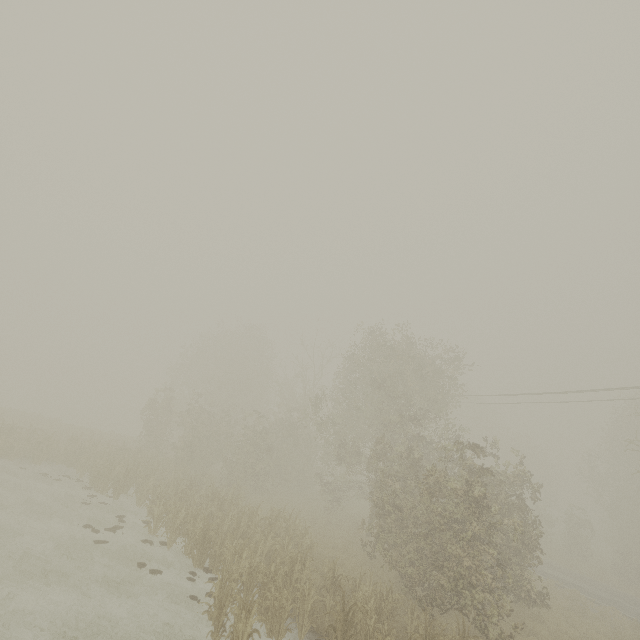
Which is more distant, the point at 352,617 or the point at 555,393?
the point at 555,393
